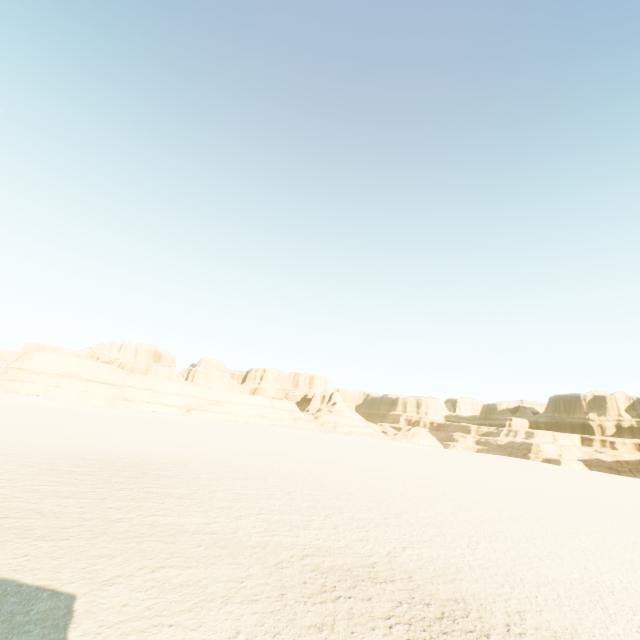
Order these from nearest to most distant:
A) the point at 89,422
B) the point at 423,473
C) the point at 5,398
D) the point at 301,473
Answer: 1. the point at 301,473
2. the point at 423,473
3. the point at 89,422
4. the point at 5,398
